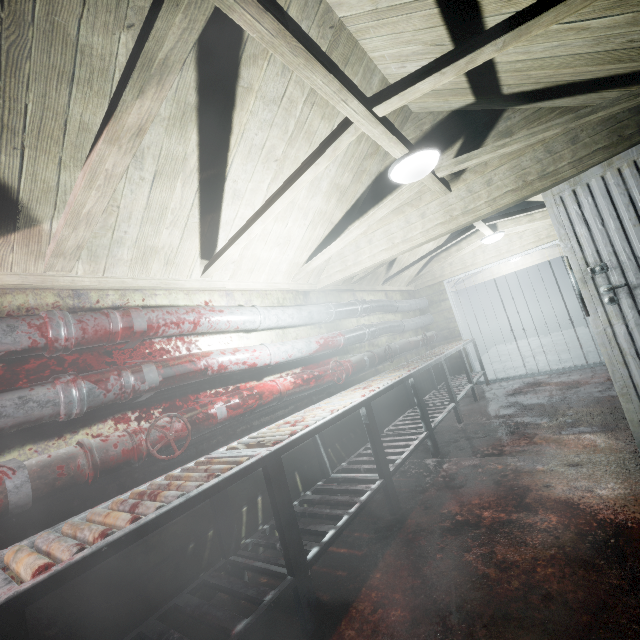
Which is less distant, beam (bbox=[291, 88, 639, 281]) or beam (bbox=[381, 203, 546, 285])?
beam (bbox=[291, 88, 639, 281])

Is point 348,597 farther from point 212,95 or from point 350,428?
point 212,95

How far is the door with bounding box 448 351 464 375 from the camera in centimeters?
592cm

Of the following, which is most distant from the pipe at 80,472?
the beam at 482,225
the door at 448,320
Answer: the beam at 482,225

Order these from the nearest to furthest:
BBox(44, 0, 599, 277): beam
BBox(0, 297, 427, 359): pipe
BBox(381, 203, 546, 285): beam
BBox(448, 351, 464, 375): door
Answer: BBox(44, 0, 599, 277): beam → BBox(0, 297, 427, 359): pipe → BBox(381, 203, 546, 285): beam → BBox(448, 351, 464, 375): door

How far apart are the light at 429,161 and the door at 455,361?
4.05m

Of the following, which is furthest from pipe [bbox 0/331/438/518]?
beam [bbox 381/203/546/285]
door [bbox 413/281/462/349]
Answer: beam [bbox 381/203/546/285]

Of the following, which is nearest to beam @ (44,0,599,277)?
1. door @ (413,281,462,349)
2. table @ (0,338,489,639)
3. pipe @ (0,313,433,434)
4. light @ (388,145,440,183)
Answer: light @ (388,145,440,183)
